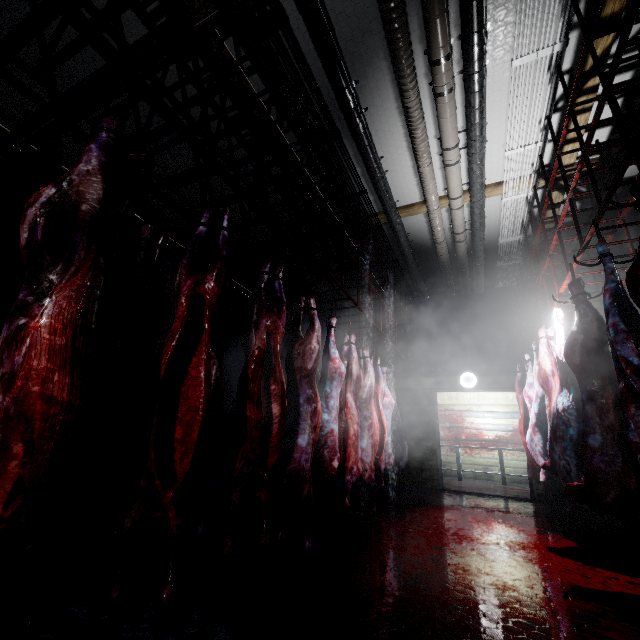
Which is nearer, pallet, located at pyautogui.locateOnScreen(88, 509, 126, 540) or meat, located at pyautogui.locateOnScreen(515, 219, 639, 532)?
meat, located at pyautogui.locateOnScreen(515, 219, 639, 532)

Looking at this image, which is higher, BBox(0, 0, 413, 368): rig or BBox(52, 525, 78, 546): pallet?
BBox(0, 0, 413, 368): rig

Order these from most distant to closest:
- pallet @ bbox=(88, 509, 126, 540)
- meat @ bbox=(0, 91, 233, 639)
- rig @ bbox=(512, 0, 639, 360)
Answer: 1. pallet @ bbox=(88, 509, 126, 540)
2. rig @ bbox=(512, 0, 639, 360)
3. meat @ bbox=(0, 91, 233, 639)

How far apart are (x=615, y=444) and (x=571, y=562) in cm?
120

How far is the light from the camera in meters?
6.3

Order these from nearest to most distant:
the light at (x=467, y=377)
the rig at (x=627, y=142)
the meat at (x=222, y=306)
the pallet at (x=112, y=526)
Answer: the meat at (x=222, y=306) < the rig at (x=627, y=142) < the pallet at (x=112, y=526) < the light at (x=467, y=377)

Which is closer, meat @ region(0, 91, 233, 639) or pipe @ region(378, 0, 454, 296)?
meat @ region(0, 91, 233, 639)

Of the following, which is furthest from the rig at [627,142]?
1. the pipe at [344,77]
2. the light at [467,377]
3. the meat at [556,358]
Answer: the pipe at [344,77]
